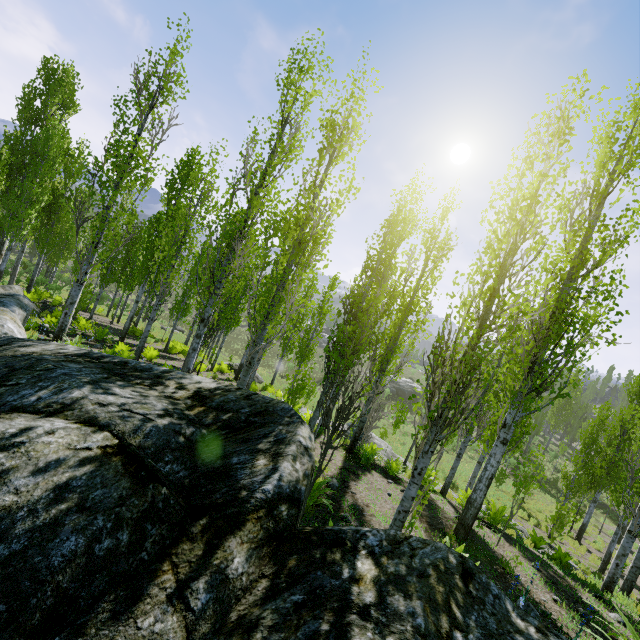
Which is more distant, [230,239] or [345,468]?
[345,468]

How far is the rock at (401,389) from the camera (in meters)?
47.94

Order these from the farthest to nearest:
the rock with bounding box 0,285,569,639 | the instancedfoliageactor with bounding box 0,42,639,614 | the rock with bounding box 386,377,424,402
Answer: the rock with bounding box 386,377,424,402
the instancedfoliageactor with bounding box 0,42,639,614
the rock with bounding box 0,285,569,639

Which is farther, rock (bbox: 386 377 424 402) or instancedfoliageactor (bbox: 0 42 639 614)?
rock (bbox: 386 377 424 402)

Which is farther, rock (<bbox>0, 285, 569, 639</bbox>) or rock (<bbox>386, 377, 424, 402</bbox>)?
rock (<bbox>386, 377, 424, 402</bbox>)

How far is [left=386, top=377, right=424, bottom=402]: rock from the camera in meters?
47.9 m

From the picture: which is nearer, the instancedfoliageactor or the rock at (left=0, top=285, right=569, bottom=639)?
the rock at (left=0, top=285, right=569, bottom=639)

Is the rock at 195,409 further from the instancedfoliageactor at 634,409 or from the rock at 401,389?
the rock at 401,389
